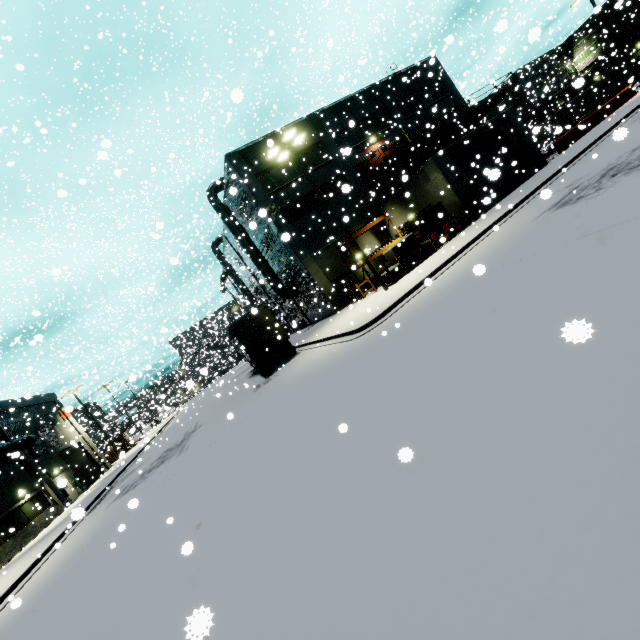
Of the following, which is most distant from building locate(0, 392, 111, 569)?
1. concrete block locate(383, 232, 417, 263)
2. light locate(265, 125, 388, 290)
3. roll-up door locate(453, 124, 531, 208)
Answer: light locate(265, 125, 388, 290)

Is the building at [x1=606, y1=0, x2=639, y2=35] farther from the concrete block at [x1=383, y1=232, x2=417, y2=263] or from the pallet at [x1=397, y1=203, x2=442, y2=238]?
the concrete block at [x1=383, y1=232, x2=417, y2=263]

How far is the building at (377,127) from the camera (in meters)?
21.03

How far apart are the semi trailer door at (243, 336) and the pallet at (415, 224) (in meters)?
11.64

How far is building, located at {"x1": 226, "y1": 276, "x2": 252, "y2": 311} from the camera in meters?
21.8

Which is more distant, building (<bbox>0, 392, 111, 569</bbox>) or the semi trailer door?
building (<bbox>0, 392, 111, 569</bbox>)

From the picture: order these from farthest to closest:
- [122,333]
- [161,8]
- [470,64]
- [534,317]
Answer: [122,333] < [470,64] < [161,8] < [534,317]

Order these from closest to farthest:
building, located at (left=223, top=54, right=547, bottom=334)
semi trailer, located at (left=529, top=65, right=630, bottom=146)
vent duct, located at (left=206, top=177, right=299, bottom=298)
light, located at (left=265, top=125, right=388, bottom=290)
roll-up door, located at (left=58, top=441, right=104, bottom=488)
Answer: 1. light, located at (left=265, top=125, right=388, bottom=290)
2. building, located at (left=223, top=54, right=547, bottom=334)
3. vent duct, located at (left=206, top=177, right=299, bottom=298)
4. roll-up door, located at (left=58, top=441, right=104, bottom=488)
5. semi trailer, located at (left=529, top=65, right=630, bottom=146)
